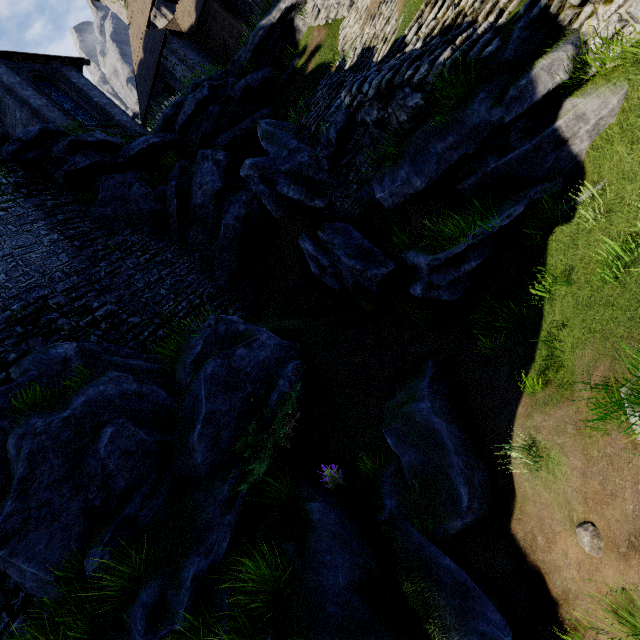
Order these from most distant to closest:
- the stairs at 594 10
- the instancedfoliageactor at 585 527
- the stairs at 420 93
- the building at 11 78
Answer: the building at 11 78, the stairs at 420 93, the stairs at 594 10, the instancedfoliageactor at 585 527

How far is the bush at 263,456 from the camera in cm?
656

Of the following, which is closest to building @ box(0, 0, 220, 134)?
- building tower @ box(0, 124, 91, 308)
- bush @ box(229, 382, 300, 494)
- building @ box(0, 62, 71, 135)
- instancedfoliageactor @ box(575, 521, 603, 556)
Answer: building @ box(0, 62, 71, 135)

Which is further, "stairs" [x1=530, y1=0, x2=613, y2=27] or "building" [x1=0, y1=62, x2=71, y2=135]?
"building" [x1=0, y1=62, x2=71, y2=135]

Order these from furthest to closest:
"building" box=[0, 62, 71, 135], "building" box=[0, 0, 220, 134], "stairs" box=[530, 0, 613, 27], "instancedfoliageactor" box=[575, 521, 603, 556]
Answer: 1. "building" box=[0, 0, 220, 134]
2. "building" box=[0, 62, 71, 135]
3. "stairs" box=[530, 0, 613, 27]
4. "instancedfoliageactor" box=[575, 521, 603, 556]

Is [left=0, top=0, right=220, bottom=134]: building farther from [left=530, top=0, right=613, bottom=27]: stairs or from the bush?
the bush

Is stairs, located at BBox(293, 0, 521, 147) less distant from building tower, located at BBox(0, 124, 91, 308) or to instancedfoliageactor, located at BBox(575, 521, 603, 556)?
instancedfoliageactor, located at BBox(575, 521, 603, 556)

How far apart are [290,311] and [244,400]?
5.71m
